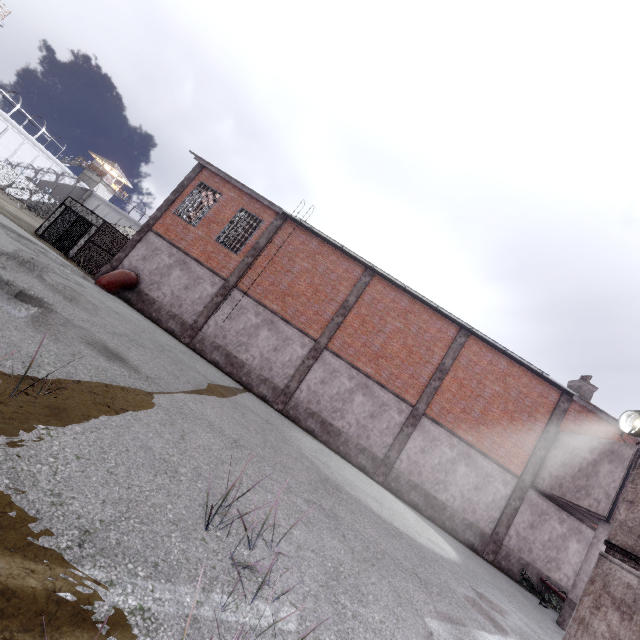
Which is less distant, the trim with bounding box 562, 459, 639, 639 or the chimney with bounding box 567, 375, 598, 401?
the trim with bounding box 562, 459, 639, 639

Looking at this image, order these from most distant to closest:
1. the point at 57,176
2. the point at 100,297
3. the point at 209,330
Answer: the point at 57,176 < the point at 209,330 < the point at 100,297

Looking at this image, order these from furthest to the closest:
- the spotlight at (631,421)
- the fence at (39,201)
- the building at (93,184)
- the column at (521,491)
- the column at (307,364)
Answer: the building at (93,184) < the fence at (39,201) < the column at (307,364) < the column at (521,491) < the spotlight at (631,421)

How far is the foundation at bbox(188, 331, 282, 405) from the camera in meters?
16.3

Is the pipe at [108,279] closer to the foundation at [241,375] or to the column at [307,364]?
the foundation at [241,375]

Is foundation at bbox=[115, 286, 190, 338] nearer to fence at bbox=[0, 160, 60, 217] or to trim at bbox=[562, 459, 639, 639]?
trim at bbox=[562, 459, 639, 639]

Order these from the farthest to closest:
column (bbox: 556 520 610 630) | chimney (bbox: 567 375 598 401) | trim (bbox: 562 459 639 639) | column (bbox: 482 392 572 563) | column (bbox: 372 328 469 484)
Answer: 1. chimney (bbox: 567 375 598 401)
2. column (bbox: 372 328 469 484)
3. column (bbox: 482 392 572 563)
4. column (bbox: 556 520 610 630)
5. trim (bbox: 562 459 639 639)

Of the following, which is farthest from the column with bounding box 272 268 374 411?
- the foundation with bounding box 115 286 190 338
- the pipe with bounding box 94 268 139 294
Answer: the pipe with bounding box 94 268 139 294
